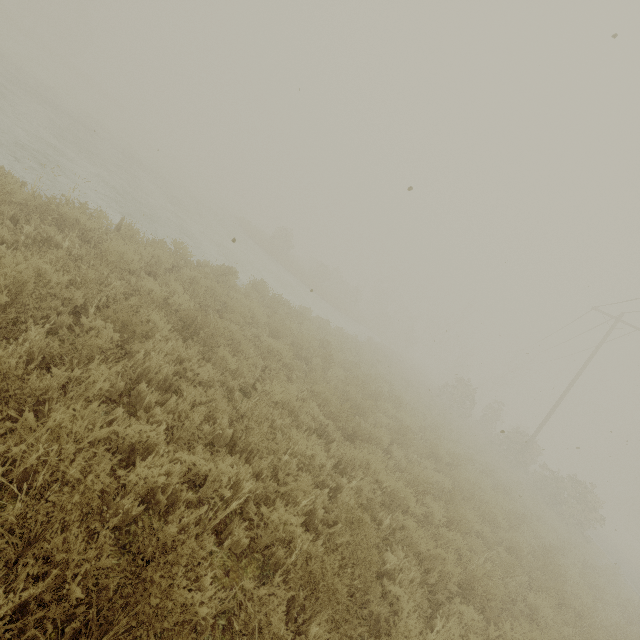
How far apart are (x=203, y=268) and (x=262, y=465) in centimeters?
738cm
